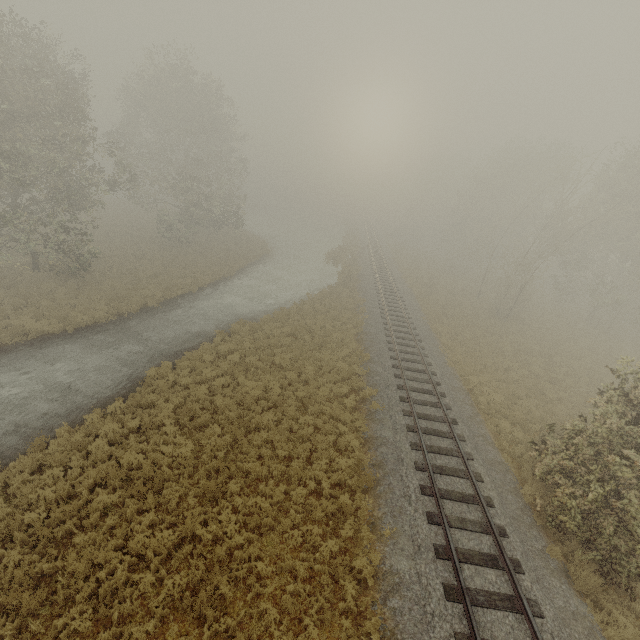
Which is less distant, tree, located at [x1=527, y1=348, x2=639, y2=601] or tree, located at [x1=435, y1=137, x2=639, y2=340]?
tree, located at [x1=527, y1=348, x2=639, y2=601]

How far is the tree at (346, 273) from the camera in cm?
3302

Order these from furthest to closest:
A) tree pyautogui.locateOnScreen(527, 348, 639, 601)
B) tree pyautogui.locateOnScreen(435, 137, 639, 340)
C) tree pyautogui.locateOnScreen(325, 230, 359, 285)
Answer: tree pyautogui.locateOnScreen(325, 230, 359, 285), tree pyautogui.locateOnScreen(435, 137, 639, 340), tree pyautogui.locateOnScreen(527, 348, 639, 601)

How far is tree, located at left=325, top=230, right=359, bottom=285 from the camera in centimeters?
3302cm

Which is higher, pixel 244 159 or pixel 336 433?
pixel 244 159

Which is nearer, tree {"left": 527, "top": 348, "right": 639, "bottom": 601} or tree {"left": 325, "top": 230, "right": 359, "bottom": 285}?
tree {"left": 527, "top": 348, "right": 639, "bottom": 601}

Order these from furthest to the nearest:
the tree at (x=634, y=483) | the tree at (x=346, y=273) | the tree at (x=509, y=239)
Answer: the tree at (x=346, y=273), the tree at (x=509, y=239), the tree at (x=634, y=483)
